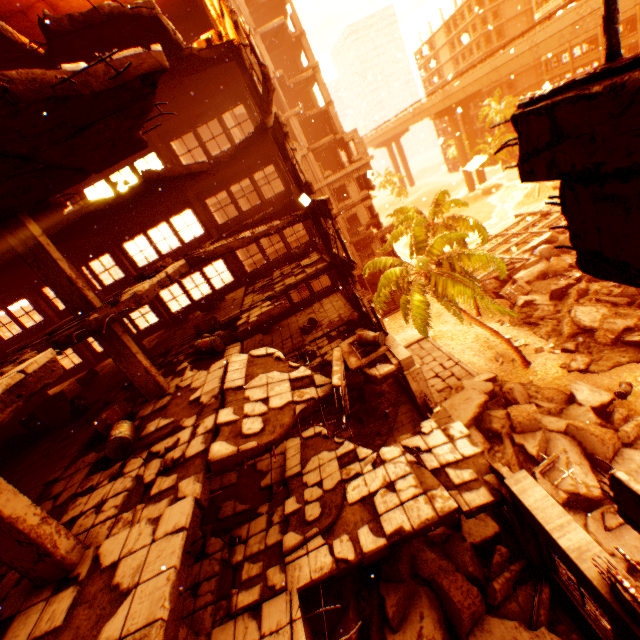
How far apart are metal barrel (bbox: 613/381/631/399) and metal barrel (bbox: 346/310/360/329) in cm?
1330

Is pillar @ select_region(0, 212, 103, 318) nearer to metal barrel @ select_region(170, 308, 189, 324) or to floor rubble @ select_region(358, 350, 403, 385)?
floor rubble @ select_region(358, 350, 403, 385)

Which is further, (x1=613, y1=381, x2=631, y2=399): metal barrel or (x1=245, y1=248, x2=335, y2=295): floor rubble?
(x1=613, y1=381, x2=631, y2=399): metal barrel

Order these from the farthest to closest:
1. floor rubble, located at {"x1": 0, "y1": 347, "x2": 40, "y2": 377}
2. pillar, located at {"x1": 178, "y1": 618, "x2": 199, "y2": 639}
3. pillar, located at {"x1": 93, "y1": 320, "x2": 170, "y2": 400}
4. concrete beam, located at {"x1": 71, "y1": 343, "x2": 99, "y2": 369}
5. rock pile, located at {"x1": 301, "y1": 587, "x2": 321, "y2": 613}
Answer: concrete beam, located at {"x1": 71, "y1": 343, "x2": 99, "y2": 369}
pillar, located at {"x1": 93, "y1": 320, "x2": 170, "y2": 400}
rock pile, located at {"x1": 301, "y1": 587, "x2": 321, "y2": 613}
pillar, located at {"x1": 178, "y1": 618, "x2": 199, "y2": 639}
floor rubble, located at {"x1": 0, "y1": 347, "x2": 40, "y2": 377}

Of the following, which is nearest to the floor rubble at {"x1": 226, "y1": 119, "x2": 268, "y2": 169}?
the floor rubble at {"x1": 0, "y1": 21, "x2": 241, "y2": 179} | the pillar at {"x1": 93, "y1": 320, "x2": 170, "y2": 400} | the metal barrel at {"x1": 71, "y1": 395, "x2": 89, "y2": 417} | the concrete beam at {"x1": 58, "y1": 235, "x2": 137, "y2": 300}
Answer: the floor rubble at {"x1": 0, "y1": 21, "x2": 241, "y2": 179}

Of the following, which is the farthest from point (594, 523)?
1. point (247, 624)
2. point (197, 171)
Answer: point (197, 171)

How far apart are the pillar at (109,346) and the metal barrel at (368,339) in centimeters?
645cm

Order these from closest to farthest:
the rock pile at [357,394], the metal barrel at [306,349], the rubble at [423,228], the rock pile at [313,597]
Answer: the rock pile at [313,597] < the rock pile at [357,394] < the metal barrel at [306,349] < the rubble at [423,228]
